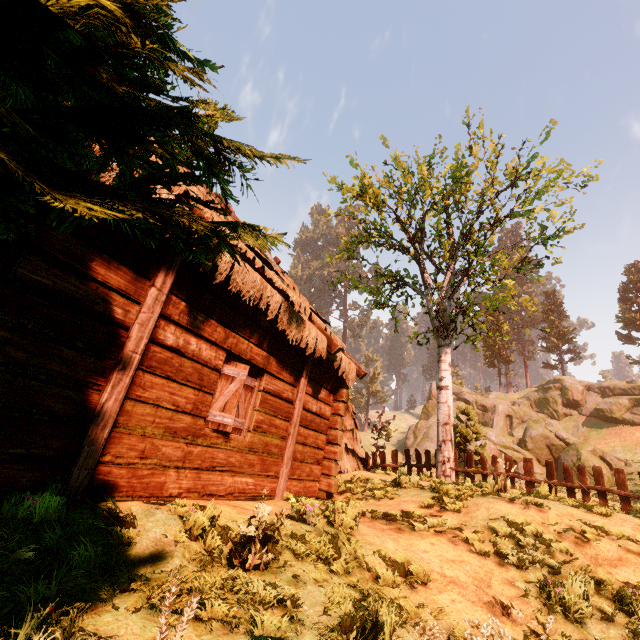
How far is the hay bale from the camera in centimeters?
1007cm

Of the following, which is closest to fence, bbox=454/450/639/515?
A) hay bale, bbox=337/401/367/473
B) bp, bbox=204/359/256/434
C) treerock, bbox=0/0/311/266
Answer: treerock, bbox=0/0/311/266

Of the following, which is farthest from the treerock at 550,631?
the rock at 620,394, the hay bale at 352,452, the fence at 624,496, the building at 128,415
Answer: the hay bale at 352,452

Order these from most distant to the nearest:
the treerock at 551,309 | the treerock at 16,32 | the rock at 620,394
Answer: the treerock at 551,309
the rock at 620,394
the treerock at 16,32

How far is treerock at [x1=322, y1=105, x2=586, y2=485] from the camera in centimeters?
1178cm

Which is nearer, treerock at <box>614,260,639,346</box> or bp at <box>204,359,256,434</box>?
bp at <box>204,359,256,434</box>

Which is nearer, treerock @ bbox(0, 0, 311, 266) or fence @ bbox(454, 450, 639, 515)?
treerock @ bbox(0, 0, 311, 266)

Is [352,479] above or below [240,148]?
below
